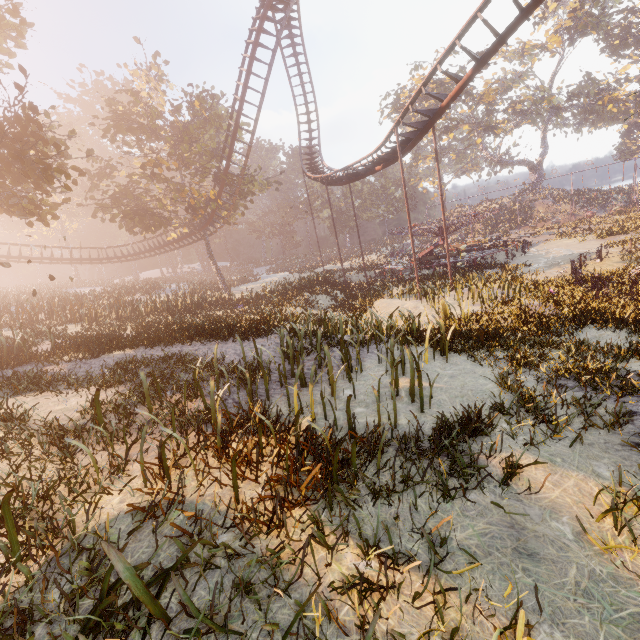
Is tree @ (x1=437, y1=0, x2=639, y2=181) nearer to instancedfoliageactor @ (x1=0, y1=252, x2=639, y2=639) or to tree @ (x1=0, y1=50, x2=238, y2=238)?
tree @ (x1=0, y1=50, x2=238, y2=238)

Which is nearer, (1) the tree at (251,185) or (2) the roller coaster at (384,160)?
(2) the roller coaster at (384,160)

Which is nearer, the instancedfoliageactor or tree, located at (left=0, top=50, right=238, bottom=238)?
the instancedfoliageactor

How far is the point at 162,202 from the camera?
31.4m

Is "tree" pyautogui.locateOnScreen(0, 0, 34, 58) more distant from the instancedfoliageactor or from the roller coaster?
the instancedfoliageactor

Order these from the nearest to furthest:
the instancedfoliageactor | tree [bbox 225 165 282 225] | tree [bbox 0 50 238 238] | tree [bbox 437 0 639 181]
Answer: the instancedfoliageactor
tree [bbox 0 50 238 238]
tree [bbox 225 165 282 225]
tree [bbox 437 0 639 181]

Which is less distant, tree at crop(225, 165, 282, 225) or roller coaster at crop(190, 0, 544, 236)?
roller coaster at crop(190, 0, 544, 236)

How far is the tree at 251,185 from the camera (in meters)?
29.19
